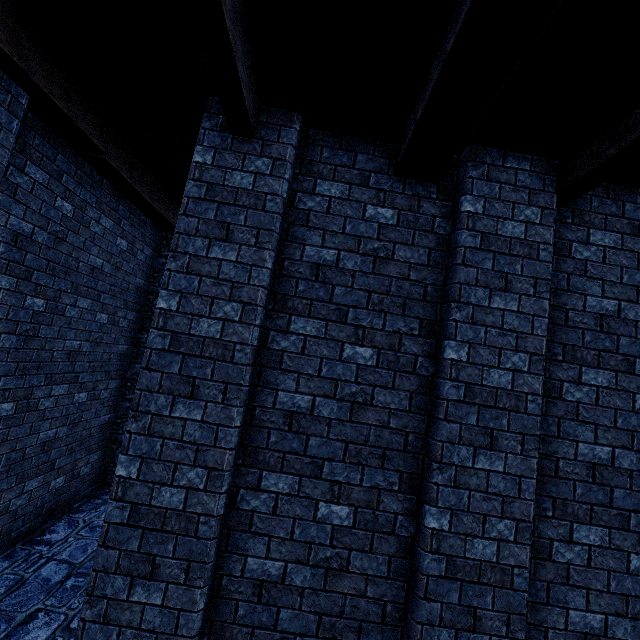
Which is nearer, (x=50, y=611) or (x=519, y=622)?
(x=519, y=622)
